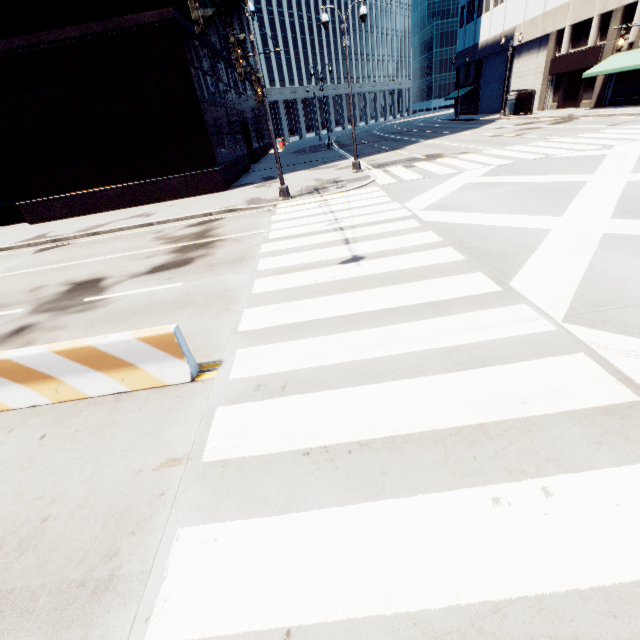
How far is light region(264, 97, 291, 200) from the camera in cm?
1355

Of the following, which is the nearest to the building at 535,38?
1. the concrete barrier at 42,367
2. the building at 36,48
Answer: the building at 36,48

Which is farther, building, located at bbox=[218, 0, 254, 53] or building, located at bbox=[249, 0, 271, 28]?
building, located at bbox=[249, 0, 271, 28]

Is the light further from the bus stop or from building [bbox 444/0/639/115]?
the bus stop

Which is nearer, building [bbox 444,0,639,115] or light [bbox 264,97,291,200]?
light [bbox 264,97,291,200]

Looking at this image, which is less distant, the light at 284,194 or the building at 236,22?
the light at 284,194

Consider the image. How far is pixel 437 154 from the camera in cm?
2081

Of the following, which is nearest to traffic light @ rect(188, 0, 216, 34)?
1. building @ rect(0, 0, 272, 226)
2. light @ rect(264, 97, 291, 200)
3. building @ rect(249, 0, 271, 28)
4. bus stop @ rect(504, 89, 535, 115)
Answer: light @ rect(264, 97, 291, 200)
